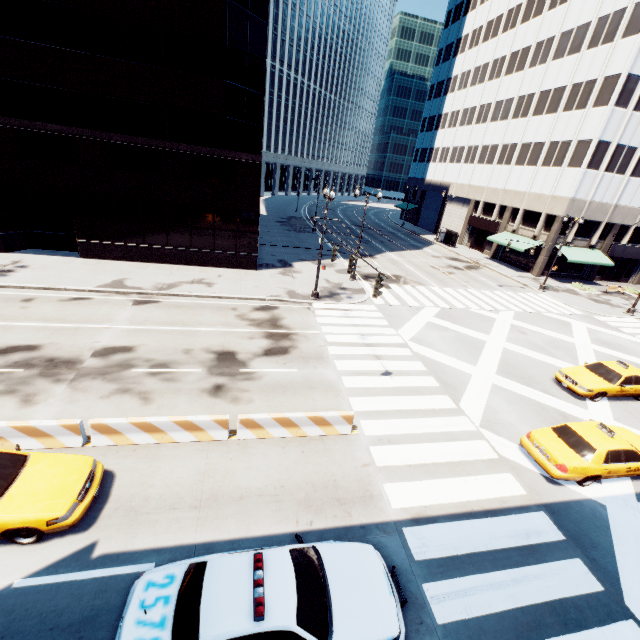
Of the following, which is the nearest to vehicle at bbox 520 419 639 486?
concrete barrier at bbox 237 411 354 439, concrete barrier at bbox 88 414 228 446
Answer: concrete barrier at bbox 237 411 354 439

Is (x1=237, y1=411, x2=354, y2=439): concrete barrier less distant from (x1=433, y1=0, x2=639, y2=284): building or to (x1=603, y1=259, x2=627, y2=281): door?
(x1=433, y1=0, x2=639, y2=284): building

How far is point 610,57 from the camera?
31.1 meters

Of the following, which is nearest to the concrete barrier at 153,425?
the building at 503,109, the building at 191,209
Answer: the building at 191,209

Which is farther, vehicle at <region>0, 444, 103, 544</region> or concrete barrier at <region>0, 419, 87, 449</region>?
concrete barrier at <region>0, 419, 87, 449</region>

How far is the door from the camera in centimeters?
4053cm

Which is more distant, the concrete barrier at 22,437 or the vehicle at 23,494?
the concrete barrier at 22,437

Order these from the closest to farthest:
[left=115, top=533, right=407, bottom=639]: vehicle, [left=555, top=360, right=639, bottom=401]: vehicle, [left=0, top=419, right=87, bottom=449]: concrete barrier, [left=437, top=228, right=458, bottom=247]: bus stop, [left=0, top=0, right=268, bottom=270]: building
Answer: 1. [left=115, top=533, right=407, bottom=639]: vehicle
2. [left=0, top=419, right=87, bottom=449]: concrete barrier
3. [left=555, top=360, right=639, bottom=401]: vehicle
4. [left=0, top=0, right=268, bottom=270]: building
5. [left=437, top=228, right=458, bottom=247]: bus stop
